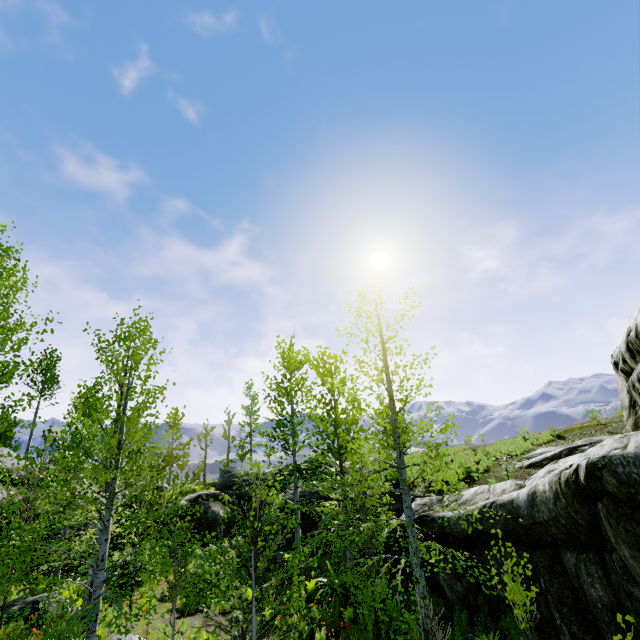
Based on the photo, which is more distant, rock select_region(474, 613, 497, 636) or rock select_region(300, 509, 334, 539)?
rock select_region(300, 509, 334, 539)

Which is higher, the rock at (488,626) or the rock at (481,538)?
the rock at (481,538)

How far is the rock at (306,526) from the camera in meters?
15.9

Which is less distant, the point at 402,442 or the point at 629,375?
the point at 629,375

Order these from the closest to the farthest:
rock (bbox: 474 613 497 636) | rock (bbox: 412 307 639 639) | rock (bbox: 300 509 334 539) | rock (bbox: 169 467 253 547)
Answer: rock (bbox: 412 307 639 639) < rock (bbox: 474 613 497 636) < rock (bbox: 300 509 334 539) < rock (bbox: 169 467 253 547)
